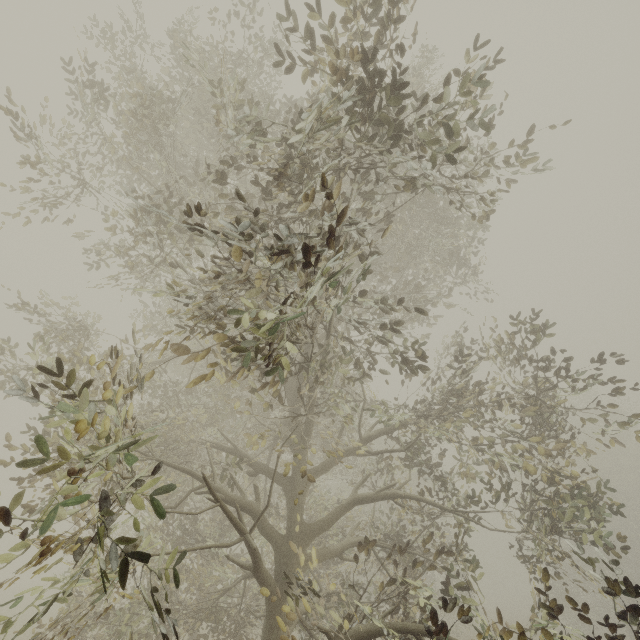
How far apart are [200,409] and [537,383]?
7.8 meters
